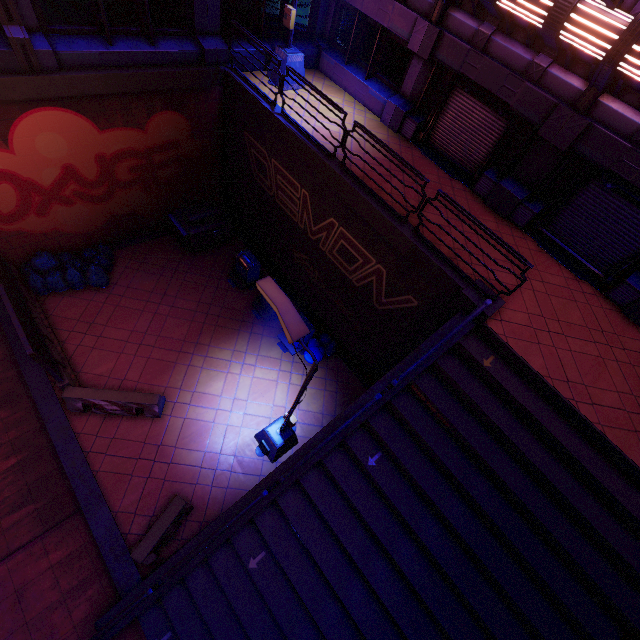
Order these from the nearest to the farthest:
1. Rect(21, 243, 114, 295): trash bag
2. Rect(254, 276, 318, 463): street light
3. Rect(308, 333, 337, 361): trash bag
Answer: Rect(254, 276, 318, 463): street light → Rect(21, 243, 114, 295): trash bag → Rect(308, 333, 337, 361): trash bag

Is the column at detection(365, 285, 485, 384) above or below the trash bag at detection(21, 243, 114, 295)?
above

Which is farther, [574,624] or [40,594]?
[40,594]

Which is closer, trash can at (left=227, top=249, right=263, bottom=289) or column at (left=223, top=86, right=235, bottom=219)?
column at (left=223, top=86, right=235, bottom=219)

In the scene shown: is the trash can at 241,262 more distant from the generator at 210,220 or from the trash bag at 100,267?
the trash bag at 100,267

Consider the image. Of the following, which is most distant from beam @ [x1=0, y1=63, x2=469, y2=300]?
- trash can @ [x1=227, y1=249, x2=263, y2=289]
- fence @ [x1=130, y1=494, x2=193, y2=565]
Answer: fence @ [x1=130, y1=494, x2=193, y2=565]

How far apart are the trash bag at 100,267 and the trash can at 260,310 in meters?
5.2

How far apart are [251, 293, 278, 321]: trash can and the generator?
3.17m
